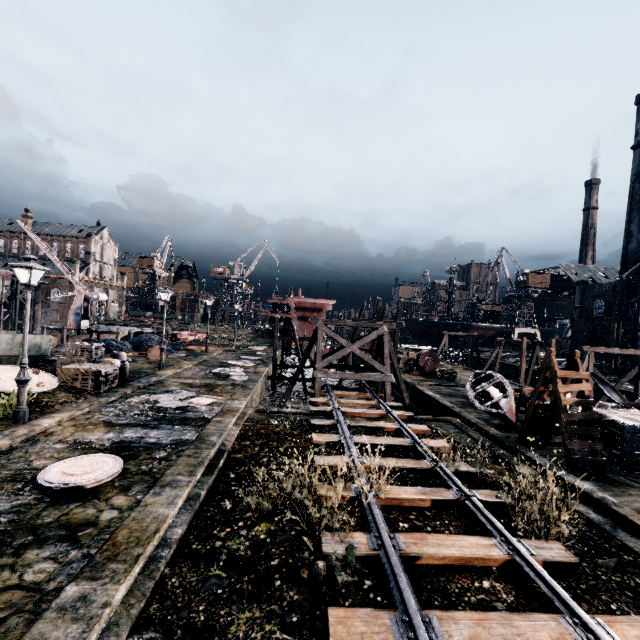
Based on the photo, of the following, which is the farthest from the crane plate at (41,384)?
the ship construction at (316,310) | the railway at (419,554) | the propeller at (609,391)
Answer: the propeller at (609,391)

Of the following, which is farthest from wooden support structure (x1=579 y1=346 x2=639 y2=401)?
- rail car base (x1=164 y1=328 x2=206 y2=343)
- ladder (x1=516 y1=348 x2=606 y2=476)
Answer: rail car base (x1=164 y1=328 x2=206 y2=343)

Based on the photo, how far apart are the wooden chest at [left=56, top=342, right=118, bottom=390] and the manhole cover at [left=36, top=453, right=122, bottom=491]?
8.2m

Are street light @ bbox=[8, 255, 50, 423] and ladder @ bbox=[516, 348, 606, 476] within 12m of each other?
no

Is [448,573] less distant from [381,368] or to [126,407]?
[126,407]

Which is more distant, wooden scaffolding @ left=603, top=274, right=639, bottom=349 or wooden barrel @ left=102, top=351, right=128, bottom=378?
wooden scaffolding @ left=603, top=274, right=639, bottom=349

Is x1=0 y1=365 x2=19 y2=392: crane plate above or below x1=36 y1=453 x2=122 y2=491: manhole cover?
above

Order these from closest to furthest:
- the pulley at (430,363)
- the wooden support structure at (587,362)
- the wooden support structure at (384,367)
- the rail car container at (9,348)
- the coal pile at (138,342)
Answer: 1. the rail car container at (9,348)
2. the wooden support structure at (384,367)
3. the wooden support structure at (587,362)
4. the coal pile at (138,342)
5. the pulley at (430,363)
